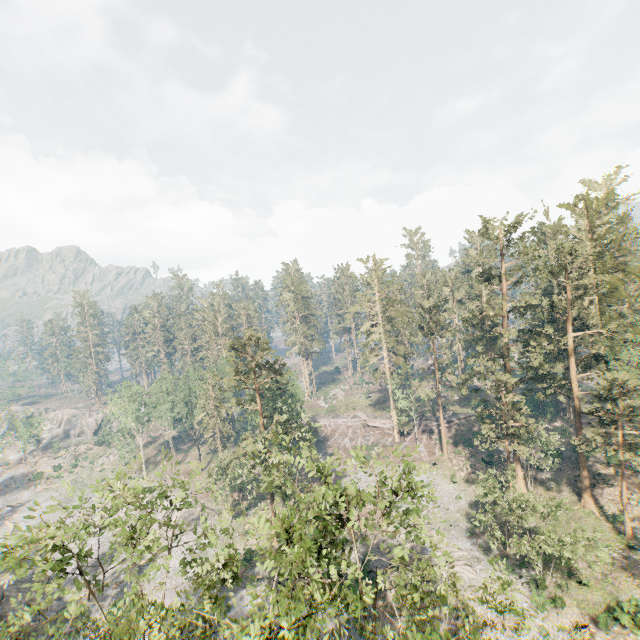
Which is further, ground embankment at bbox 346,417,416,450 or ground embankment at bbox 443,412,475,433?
ground embankment at bbox 346,417,416,450

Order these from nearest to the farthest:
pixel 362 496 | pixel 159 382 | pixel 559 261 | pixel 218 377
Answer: pixel 362 496, pixel 559 261, pixel 218 377, pixel 159 382

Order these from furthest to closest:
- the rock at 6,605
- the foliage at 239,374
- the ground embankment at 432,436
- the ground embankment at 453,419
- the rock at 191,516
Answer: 1. the ground embankment at 453,419
2. the ground embankment at 432,436
3. the rock at 191,516
4. the rock at 6,605
5. the foliage at 239,374

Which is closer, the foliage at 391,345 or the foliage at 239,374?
the foliage at 239,374

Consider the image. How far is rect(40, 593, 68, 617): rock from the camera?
32.70m

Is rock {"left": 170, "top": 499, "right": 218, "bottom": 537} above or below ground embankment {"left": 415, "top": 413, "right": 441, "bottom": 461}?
below

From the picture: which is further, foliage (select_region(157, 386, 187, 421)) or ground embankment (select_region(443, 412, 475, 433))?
foliage (select_region(157, 386, 187, 421))

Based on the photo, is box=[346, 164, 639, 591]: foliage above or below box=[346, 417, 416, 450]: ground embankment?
above
